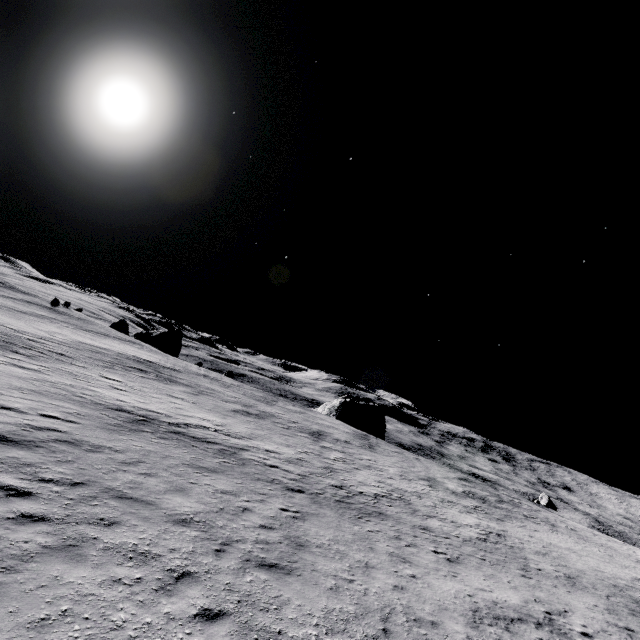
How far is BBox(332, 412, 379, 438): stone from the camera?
58.4 meters

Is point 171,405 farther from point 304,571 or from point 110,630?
point 110,630

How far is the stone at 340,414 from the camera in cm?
5844
